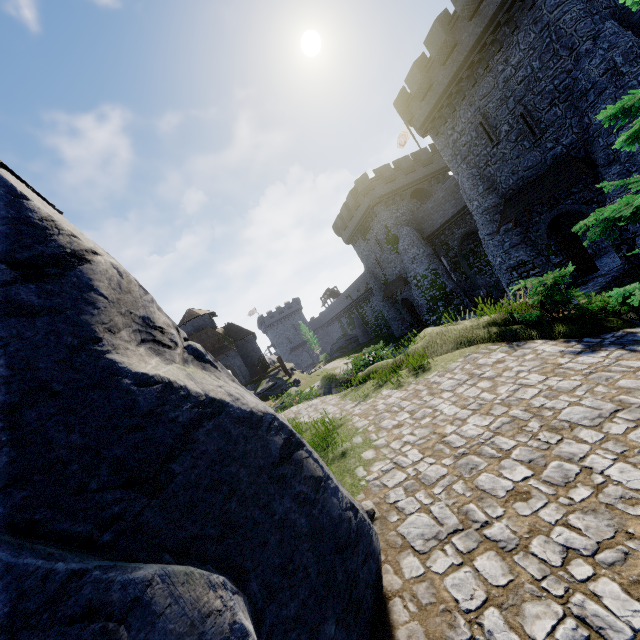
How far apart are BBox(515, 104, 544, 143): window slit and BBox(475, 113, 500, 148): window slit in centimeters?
134cm

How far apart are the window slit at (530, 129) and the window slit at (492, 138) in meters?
1.3

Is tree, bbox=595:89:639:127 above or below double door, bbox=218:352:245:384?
below

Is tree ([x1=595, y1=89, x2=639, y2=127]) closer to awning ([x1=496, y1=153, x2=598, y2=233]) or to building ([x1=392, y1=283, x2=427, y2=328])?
awning ([x1=496, y1=153, x2=598, y2=233])

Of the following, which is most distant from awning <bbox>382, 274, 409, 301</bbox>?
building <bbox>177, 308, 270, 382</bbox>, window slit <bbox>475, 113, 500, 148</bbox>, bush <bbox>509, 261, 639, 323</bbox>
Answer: bush <bbox>509, 261, 639, 323</bbox>

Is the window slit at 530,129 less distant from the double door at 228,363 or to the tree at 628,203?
the tree at 628,203

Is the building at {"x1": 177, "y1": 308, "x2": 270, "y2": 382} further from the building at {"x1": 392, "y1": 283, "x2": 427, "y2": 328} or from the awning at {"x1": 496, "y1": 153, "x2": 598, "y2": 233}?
the awning at {"x1": 496, "y1": 153, "x2": 598, "y2": 233}

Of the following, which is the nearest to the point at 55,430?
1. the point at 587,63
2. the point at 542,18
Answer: the point at 587,63
